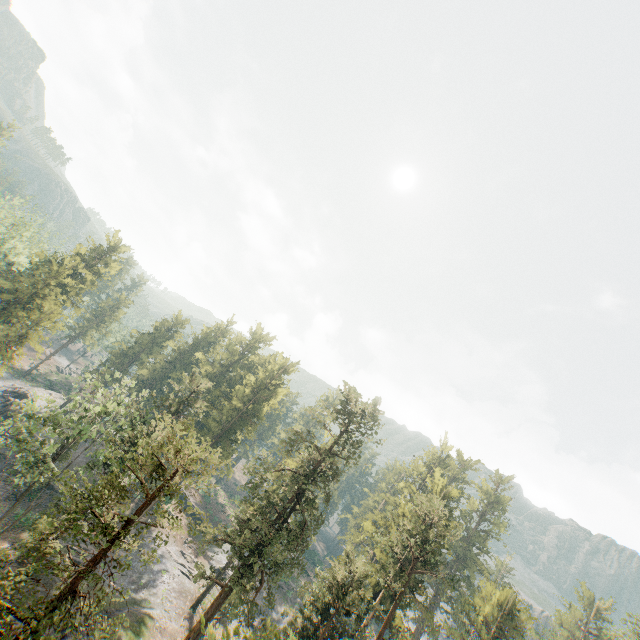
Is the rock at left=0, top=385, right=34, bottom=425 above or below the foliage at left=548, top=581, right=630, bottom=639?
below

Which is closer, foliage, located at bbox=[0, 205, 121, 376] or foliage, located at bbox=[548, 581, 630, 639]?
foliage, located at bbox=[0, 205, 121, 376]

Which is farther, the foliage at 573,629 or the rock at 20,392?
the foliage at 573,629

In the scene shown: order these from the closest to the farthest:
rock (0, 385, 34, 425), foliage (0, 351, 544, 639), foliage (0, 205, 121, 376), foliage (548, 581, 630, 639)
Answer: foliage (0, 351, 544, 639), foliage (0, 205, 121, 376), rock (0, 385, 34, 425), foliage (548, 581, 630, 639)

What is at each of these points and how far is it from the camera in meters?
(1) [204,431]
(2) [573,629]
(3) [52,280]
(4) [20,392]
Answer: (1) foliage, 48.6 m
(2) foliage, 53.6 m
(3) foliage, 47.1 m
(4) rock, 57.5 m

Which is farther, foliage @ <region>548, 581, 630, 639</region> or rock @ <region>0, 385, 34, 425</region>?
foliage @ <region>548, 581, 630, 639</region>
